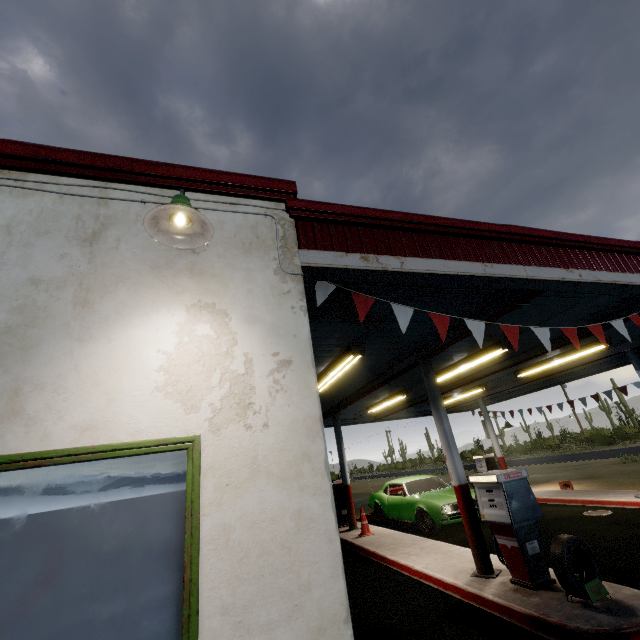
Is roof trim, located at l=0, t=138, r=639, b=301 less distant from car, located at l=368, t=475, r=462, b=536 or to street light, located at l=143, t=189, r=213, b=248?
street light, located at l=143, t=189, r=213, b=248

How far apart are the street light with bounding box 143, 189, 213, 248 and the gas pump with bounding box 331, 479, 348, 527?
11.5m

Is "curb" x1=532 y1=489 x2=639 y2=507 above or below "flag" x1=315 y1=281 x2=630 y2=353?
below

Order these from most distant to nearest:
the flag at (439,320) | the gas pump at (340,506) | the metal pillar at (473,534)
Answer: the gas pump at (340,506) → the metal pillar at (473,534) → the flag at (439,320)

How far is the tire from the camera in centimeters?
404cm

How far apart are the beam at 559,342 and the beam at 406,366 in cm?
337

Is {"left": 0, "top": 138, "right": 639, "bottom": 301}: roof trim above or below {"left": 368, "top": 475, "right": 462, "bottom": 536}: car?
above

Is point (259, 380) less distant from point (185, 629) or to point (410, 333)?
point (185, 629)
